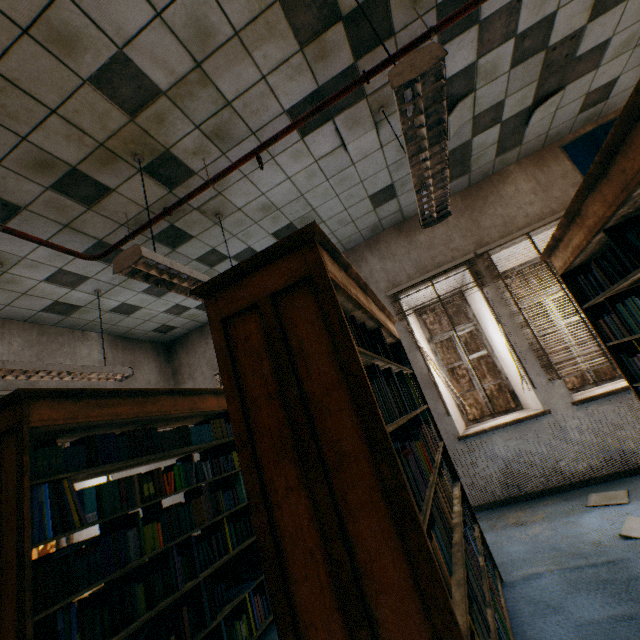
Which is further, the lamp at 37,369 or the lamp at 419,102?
the lamp at 37,369

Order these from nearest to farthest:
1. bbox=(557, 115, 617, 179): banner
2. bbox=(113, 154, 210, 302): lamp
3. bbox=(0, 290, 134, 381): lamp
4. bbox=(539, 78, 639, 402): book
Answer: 1. bbox=(539, 78, 639, 402): book
2. bbox=(113, 154, 210, 302): lamp
3. bbox=(0, 290, 134, 381): lamp
4. bbox=(557, 115, 617, 179): banner

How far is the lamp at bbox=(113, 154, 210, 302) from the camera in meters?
2.1

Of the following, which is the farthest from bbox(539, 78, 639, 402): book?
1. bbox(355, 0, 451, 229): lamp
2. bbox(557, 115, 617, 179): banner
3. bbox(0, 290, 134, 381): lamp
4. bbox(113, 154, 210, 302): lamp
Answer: bbox(0, 290, 134, 381): lamp

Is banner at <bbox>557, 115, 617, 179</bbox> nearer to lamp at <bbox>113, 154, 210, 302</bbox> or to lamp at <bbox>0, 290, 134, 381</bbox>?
lamp at <bbox>113, 154, 210, 302</bbox>

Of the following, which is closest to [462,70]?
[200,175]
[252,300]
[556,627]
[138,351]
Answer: [200,175]

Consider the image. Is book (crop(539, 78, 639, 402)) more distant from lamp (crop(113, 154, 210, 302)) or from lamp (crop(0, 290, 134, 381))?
lamp (crop(0, 290, 134, 381))

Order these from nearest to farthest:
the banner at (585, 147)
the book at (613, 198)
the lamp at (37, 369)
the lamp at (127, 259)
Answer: the book at (613, 198) < the lamp at (127, 259) < the lamp at (37, 369) < the banner at (585, 147)
